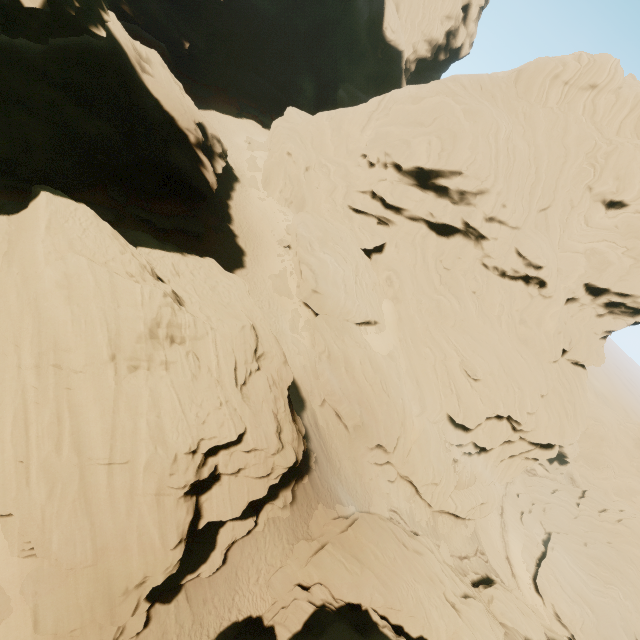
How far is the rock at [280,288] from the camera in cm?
3284

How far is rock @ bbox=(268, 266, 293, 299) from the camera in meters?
32.8

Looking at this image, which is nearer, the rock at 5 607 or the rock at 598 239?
the rock at 5 607

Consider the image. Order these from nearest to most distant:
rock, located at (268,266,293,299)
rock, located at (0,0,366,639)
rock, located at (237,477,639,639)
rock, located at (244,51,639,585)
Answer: rock, located at (0,0,366,639)
rock, located at (237,477,639,639)
rock, located at (244,51,639,585)
rock, located at (268,266,293,299)

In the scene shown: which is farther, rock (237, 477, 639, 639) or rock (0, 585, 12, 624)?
rock (237, 477, 639, 639)

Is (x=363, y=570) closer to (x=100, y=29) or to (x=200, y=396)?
(x=200, y=396)

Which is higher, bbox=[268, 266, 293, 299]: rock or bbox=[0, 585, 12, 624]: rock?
bbox=[268, 266, 293, 299]: rock
